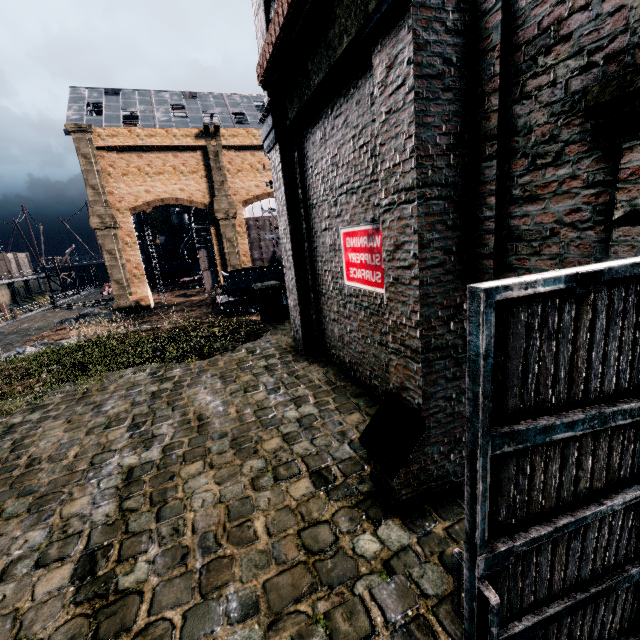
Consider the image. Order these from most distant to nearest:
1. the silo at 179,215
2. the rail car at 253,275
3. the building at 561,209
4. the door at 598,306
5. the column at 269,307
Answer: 1. the silo at 179,215
2. the rail car at 253,275
3. the column at 269,307
4. the building at 561,209
5. the door at 598,306

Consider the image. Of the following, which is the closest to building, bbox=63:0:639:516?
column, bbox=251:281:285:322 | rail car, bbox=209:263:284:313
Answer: column, bbox=251:281:285:322

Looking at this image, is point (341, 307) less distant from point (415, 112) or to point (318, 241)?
point (318, 241)

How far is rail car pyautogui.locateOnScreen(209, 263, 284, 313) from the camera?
28.3 meters

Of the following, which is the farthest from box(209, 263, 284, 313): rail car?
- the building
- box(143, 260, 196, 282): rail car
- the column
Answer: box(143, 260, 196, 282): rail car

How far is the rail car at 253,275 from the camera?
28.3 meters

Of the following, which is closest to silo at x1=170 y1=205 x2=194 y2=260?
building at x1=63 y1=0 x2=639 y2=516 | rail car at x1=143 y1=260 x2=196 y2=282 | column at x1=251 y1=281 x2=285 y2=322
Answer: rail car at x1=143 y1=260 x2=196 y2=282

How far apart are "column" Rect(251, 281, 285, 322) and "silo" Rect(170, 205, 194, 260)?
Answer: 48.4m
